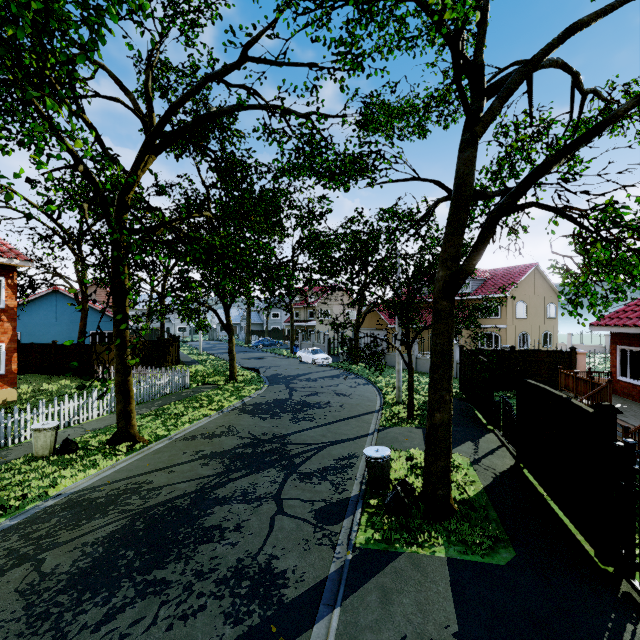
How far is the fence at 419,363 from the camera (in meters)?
24.86

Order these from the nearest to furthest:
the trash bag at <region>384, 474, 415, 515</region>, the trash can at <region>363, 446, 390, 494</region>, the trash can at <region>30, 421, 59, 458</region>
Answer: the trash bag at <region>384, 474, 415, 515</region>
the trash can at <region>363, 446, 390, 494</region>
the trash can at <region>30, 421, 59, 458</region>

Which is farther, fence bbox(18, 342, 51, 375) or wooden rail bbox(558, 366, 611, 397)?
fence bbox(18, 342, 51, 375)

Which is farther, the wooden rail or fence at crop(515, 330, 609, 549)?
the wooden rail

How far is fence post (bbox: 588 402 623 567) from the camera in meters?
5.1

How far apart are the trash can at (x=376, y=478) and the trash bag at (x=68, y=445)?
8.66m

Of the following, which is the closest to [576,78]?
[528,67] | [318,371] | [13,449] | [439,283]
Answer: [528,67]

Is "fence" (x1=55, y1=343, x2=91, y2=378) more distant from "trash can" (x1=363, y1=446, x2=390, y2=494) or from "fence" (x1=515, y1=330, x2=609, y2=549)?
"trash can" (x1=363, y1=446, x2=390, y2=494)
